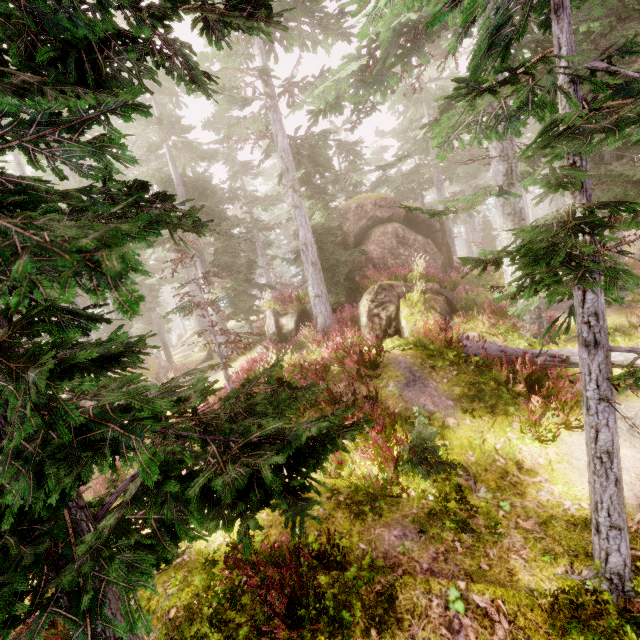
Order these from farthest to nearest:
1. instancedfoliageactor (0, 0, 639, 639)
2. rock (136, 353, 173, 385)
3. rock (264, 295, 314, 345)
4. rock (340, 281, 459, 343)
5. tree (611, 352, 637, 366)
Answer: rock (136, 353, 173, 385)
rock (264, 295, 314, 345)
rock (340, 281, 459, 343)
tree (611, 352, 637, 366)
instancedfoliageactor (0, 0, 639, 639)

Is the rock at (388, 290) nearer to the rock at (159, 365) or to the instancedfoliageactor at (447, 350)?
Result: the instancedfoliageactor at (447, 350)

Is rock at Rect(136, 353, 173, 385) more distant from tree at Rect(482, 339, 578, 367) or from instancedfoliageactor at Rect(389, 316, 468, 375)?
tree at Rect(482, 339, 578, 367)

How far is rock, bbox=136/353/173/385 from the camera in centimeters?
2134cm

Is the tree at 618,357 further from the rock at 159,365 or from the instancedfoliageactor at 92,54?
the rock at 159,365

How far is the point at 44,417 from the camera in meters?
1.7 m

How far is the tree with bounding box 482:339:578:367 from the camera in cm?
795

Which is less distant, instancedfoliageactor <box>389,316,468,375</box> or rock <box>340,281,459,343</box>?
instancedfoliageactor <box>389,316,468,375</box>
